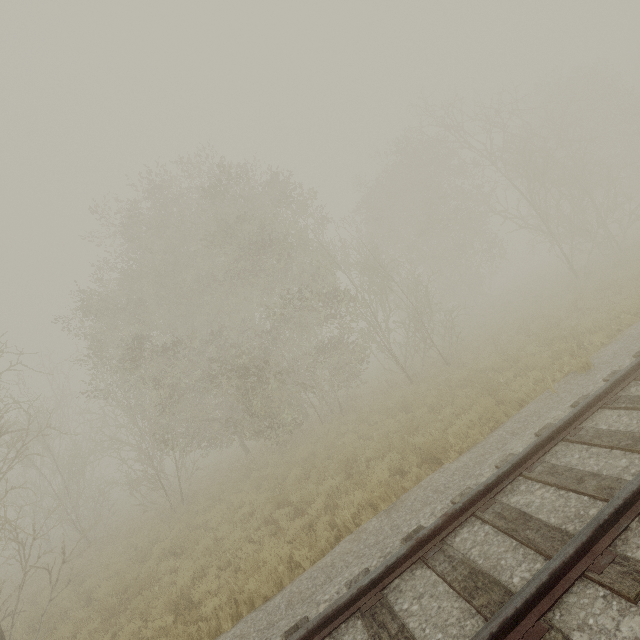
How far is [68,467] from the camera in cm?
1795
